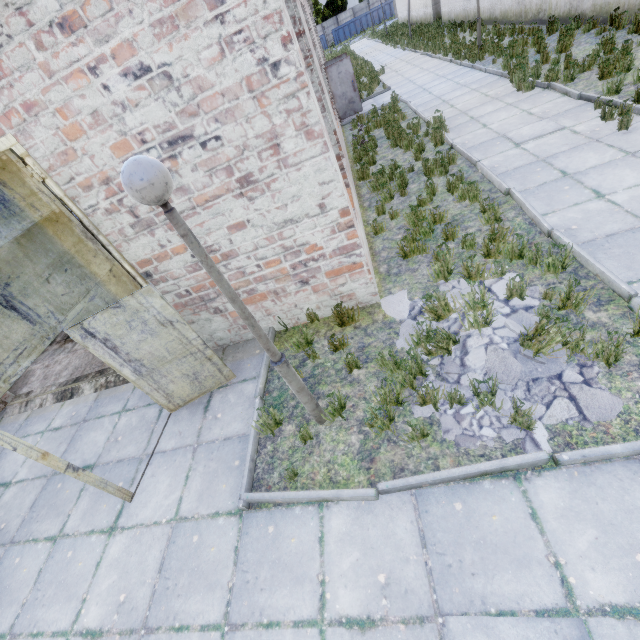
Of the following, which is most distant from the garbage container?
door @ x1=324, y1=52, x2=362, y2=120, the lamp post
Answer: the lamp post

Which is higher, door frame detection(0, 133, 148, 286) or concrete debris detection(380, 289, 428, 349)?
door frame detection(0, 133, 148, 286)

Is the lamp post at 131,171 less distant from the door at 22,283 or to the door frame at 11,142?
the door at 22,283

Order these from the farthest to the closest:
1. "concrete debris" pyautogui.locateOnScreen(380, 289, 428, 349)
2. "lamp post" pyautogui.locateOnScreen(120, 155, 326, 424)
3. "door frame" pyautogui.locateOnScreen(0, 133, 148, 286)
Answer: "concrete debris" pyautogui.locateOnScreen(380, 289, 428, 349) < "door frame" pyautogui.locateOnScreen(0, 133, 148, 286) < "lamp post" pyautogui.locateOnScreen(120, 155, 326, 424)

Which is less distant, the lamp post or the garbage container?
the lamp post

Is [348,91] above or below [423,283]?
above

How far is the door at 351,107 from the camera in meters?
14.1

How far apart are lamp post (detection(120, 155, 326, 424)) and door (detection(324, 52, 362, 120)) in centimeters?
1550cm
